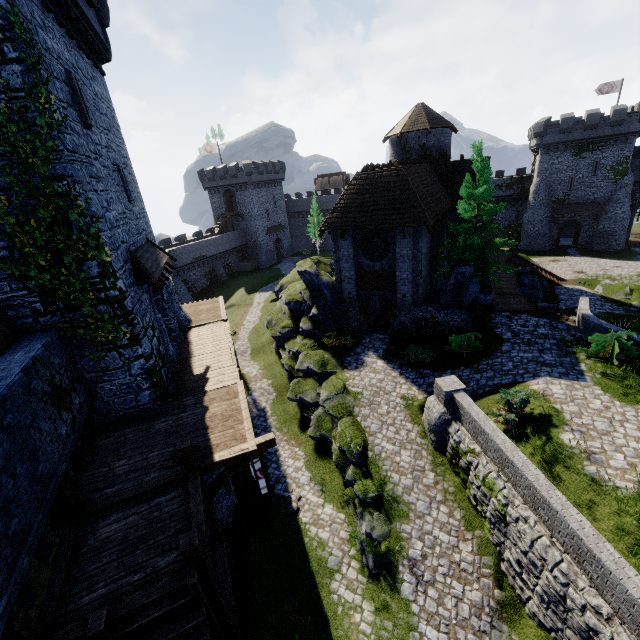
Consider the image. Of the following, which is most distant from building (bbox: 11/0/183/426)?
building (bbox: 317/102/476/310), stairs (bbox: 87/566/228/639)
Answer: building (bbox: 317/102/476/310)

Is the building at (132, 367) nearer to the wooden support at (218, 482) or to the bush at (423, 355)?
the wooden support at (218, 482)

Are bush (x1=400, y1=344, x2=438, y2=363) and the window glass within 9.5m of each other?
yes

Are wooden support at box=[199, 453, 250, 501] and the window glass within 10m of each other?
no

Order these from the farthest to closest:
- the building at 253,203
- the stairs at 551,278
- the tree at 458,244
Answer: the building at 253,203 < the stairs at 551,278 < the tree at 458,244

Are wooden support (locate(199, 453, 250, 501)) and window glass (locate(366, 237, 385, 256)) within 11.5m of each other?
no

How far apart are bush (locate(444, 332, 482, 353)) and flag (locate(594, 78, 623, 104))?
51.7 meters

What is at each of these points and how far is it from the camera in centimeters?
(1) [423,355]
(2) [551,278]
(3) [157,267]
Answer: (1) bush, 1872cm
(2) stairs, 2986cm
(3) awning, 1428cm
